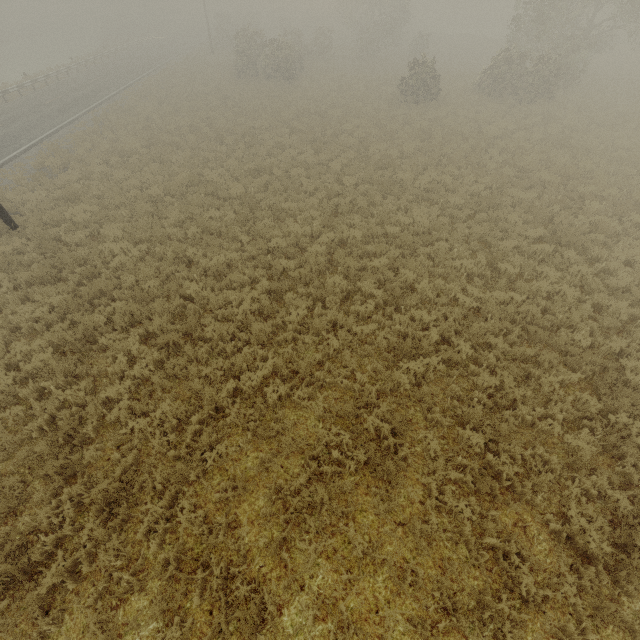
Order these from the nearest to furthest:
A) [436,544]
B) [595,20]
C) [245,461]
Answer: [436,544]
[245,461]
[595,20]
